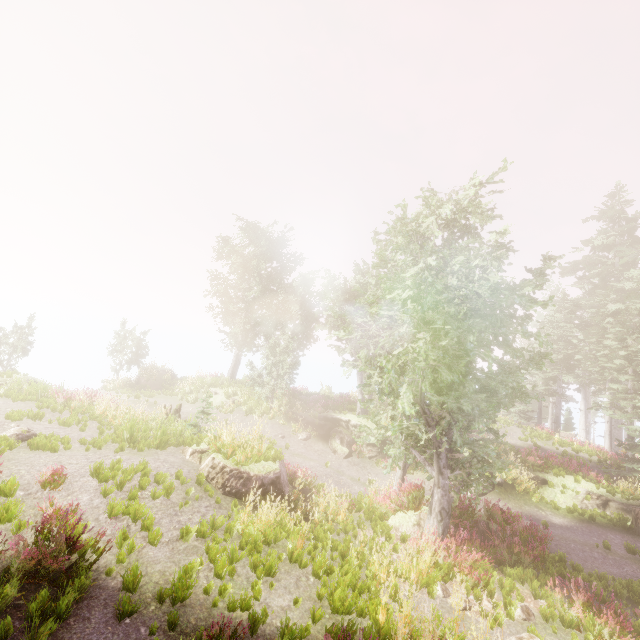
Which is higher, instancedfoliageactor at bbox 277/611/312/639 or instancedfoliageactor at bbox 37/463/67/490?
instancedfoliageactor at bbox 37/463/67/490

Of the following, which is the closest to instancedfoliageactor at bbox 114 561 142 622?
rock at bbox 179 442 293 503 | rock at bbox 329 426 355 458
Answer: rock at bbox 179 442 293 503

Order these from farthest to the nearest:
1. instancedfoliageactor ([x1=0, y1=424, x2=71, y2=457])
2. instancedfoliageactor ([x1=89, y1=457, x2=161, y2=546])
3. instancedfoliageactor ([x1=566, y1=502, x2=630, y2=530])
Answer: instancedfoliageactor ([x1=566, y1=502, x2=630, y2=530]) → instancedfoliageactor ([x1=0, y1=424, x2=71, y2=457]) → instancedfoliageactor ([x1=89, y1=457, x2=161, y2=546])

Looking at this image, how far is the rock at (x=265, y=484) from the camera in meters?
10.0

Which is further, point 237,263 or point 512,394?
point 237,263

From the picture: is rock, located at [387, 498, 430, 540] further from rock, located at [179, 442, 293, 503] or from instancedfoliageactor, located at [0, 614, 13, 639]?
rock, located at [179, 442, 293, 503]

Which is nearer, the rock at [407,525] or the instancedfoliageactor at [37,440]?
the instancedfoliageactor at [37,440]
